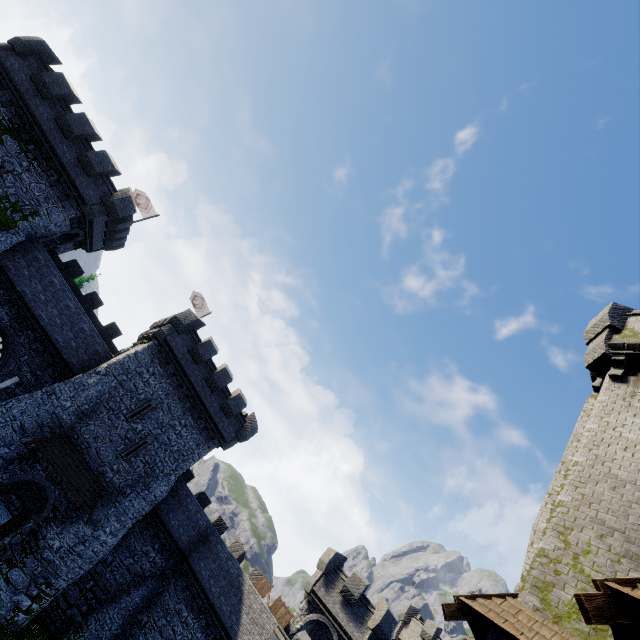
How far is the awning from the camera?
19.2 meters

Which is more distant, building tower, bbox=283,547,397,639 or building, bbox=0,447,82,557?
building tower, bbox=283,547,397,639

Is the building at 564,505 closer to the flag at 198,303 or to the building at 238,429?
the building at 238,429

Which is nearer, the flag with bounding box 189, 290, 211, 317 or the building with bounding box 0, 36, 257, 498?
the building with bounding box 0, 36, 257, 498

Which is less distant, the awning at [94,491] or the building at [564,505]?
the building at [564,505]

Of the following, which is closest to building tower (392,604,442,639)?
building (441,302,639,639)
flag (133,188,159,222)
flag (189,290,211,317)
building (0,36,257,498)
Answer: building (441,302,639,639)

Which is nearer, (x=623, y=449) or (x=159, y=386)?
(x=623, y=449)

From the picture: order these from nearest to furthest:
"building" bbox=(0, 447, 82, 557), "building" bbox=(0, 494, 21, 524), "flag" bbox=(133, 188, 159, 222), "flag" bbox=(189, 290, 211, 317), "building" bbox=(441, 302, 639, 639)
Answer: "building" bbox=(441, 302, 639, 639) → "building" bbox=(0, 447, 82, 557) → "building" bbox=(0, 494, 21, 524) → "flag" bbox=(133, 188, 159, 222) → "flag" bbox=(189, 290, 211, 317)
